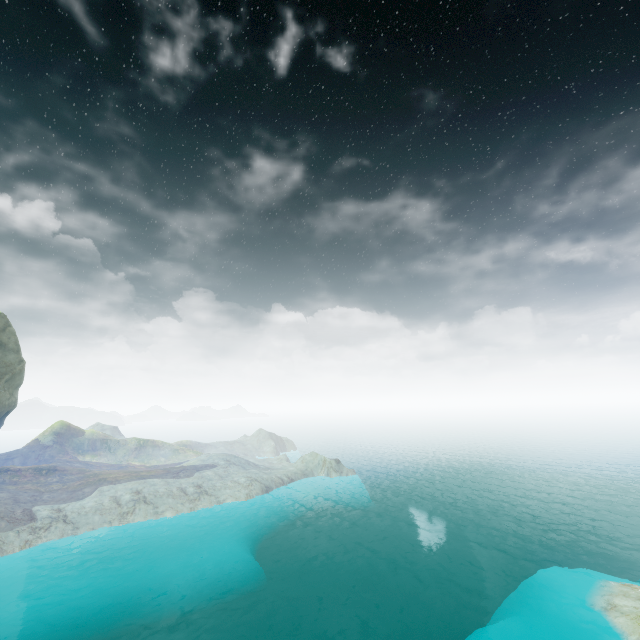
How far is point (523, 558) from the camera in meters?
46.5
